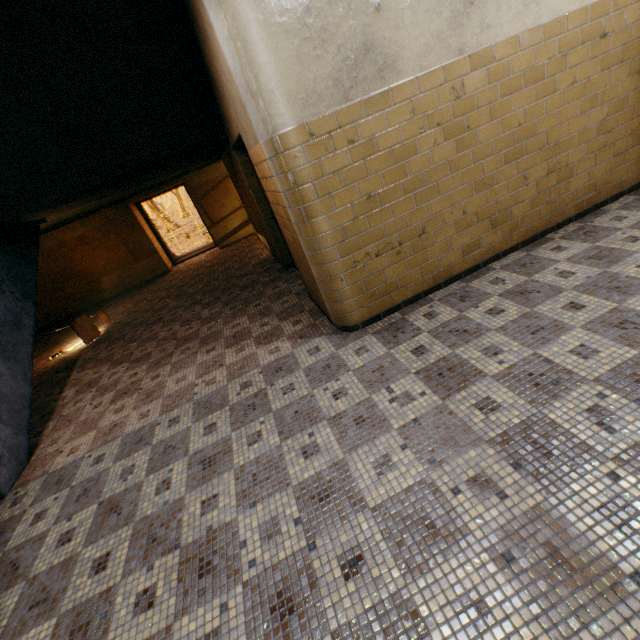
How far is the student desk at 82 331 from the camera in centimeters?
654cm

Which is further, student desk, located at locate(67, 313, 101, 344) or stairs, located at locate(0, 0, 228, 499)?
student desk, located at locate(67, 313, 101, 344)

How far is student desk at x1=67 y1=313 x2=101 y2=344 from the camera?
6.5m

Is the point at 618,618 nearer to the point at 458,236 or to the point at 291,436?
the point at 291,436

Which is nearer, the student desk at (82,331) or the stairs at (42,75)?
the stairs at (42,75)

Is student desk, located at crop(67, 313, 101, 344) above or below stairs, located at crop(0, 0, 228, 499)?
below
